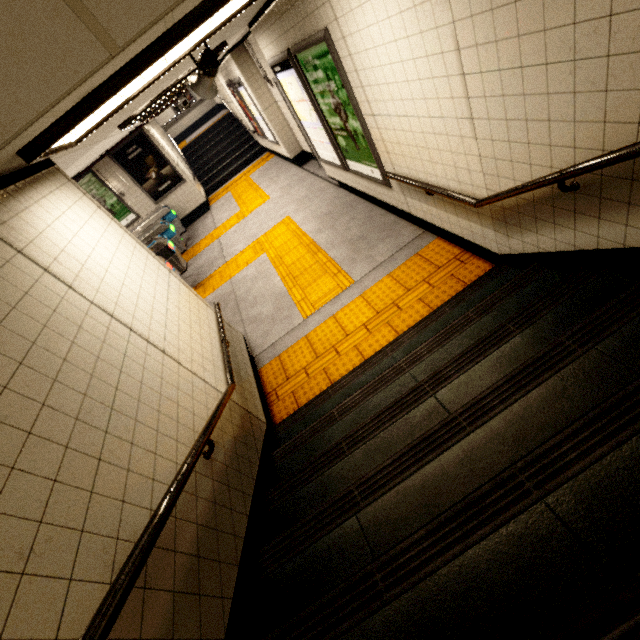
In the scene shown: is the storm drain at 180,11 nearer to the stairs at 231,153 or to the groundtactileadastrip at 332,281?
the stairs at 231,153

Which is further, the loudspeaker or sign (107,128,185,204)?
sign (107,128,185,204)

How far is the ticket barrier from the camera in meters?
7.9 m

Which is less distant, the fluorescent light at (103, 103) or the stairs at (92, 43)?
the stairs at (92, 43)

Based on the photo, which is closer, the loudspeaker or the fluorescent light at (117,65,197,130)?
the loudspeaker

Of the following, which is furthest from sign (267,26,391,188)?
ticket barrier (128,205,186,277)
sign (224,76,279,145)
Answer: ticket barrier (128,205,186,277)

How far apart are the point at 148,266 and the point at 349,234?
3.3m

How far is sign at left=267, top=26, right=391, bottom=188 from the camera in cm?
351
